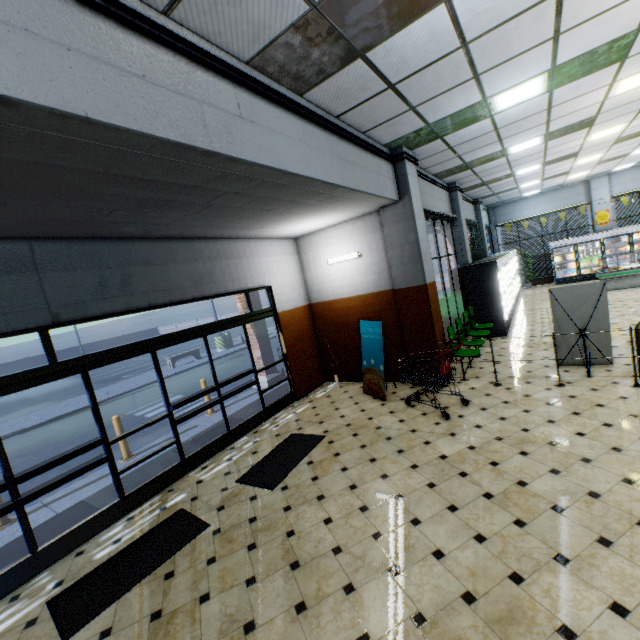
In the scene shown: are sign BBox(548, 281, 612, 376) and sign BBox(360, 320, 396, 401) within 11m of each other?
yes

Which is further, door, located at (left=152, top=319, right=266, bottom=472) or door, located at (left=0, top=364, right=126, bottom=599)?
door, located at (left=152, top=319, right=266, bottom=472)

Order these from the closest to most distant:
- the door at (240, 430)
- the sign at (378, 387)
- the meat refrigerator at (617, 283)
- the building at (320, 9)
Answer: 1. the building at (320, 9)
2. the door at (240, 430)
3. the sign at (378, 387)
4. the meat refrigerator at (617, 283)

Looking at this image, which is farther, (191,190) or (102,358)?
(102,358)

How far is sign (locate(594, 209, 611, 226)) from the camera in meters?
16.0

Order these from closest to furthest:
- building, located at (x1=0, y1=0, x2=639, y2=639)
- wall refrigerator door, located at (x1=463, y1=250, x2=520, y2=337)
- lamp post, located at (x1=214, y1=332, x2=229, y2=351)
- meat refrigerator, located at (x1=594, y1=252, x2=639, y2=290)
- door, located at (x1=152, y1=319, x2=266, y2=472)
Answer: building, located at (x1=0, y1=0, x2=639, y2=639) < door, located at (x1=152, y1=319, x2=266, y2=472) < wall refrigerator door, located at (x1=463, y1=250, x2=520, y2=337) < meat refrigerator, located at (x1=594, y1=252, x2=639, y2=290) < lamp post, located at (x1=214, y1=332, x2=229, y2=351)

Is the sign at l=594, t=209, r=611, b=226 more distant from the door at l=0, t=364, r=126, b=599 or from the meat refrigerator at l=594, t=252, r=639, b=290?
the door at l=0, t=364, r=126, b=599

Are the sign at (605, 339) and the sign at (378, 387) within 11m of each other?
yes
